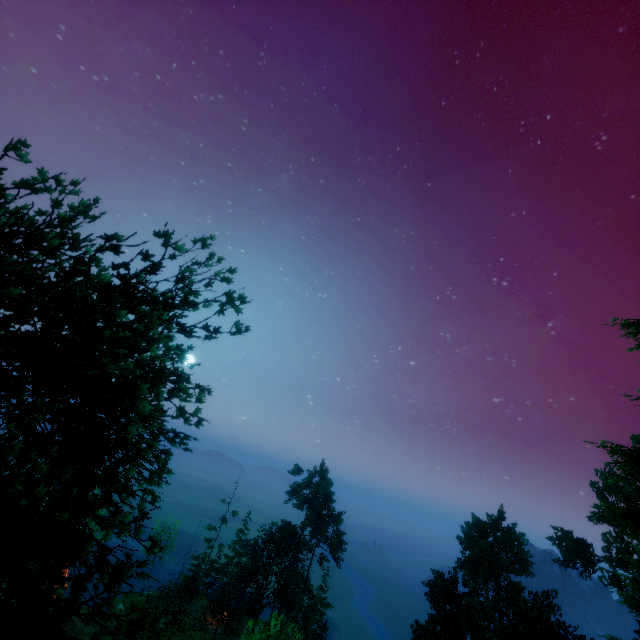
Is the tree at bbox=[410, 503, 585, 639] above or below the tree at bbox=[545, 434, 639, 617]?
below

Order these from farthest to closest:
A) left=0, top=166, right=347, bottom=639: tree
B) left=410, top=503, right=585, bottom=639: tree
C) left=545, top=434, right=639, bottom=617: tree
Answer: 1. left=410, top=503, right=585, bottom=639: tree
2. left=545, top=434, right=639, bottom=617: tree
3. left=0, top=166, right=347, bottom=639: tree

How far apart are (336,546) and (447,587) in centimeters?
1694cm

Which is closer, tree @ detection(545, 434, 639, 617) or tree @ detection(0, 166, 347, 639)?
tree @ detection(0, 166, 347, 639)

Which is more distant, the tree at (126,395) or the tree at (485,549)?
the tree at (485,549)
